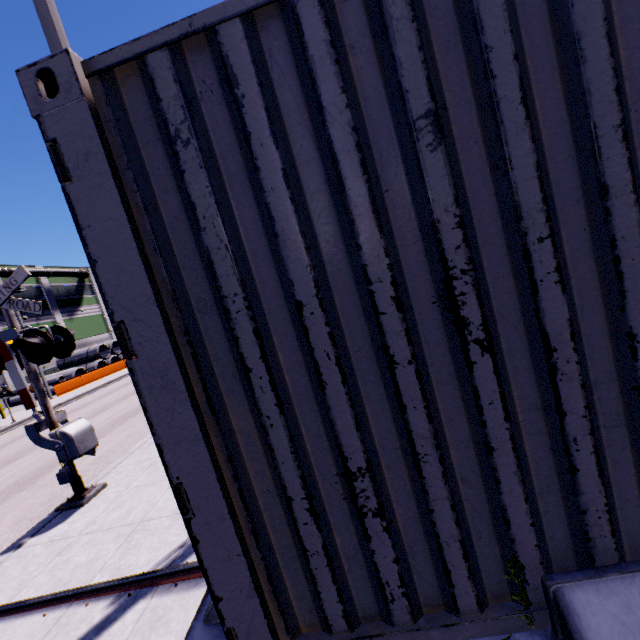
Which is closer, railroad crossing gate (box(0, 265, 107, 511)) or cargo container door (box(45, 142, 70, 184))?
cargo container door (box(45, 142, 70, 184))

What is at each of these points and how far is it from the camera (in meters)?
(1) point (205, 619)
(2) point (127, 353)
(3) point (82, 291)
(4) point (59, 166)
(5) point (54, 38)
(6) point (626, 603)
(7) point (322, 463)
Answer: (1) flatcar, 1.77
(2) cargo container door, 1.27
(3) building, 45.72
(4) cargo container door, 1.19
(5) light, 4.11
(6) flatcar, 1.19
(7) cargo container, 1.35

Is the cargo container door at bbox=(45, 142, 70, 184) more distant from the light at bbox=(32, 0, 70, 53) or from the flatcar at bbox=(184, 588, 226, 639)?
the light at bbox=(32, 0, 70, 53)

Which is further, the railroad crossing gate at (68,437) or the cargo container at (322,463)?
the railroad crossing gate at (68,437)

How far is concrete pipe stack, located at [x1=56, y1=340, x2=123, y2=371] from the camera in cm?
3719

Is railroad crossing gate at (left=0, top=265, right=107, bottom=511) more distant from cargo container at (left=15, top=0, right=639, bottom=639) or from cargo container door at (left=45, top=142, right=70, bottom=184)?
cargo container door at (left=45, top=142, right=70, bottom=184)

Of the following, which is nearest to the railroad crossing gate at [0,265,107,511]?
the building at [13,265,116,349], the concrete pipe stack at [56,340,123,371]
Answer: the building at [13,265,116,349]

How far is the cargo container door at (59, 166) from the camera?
1.2 meters
